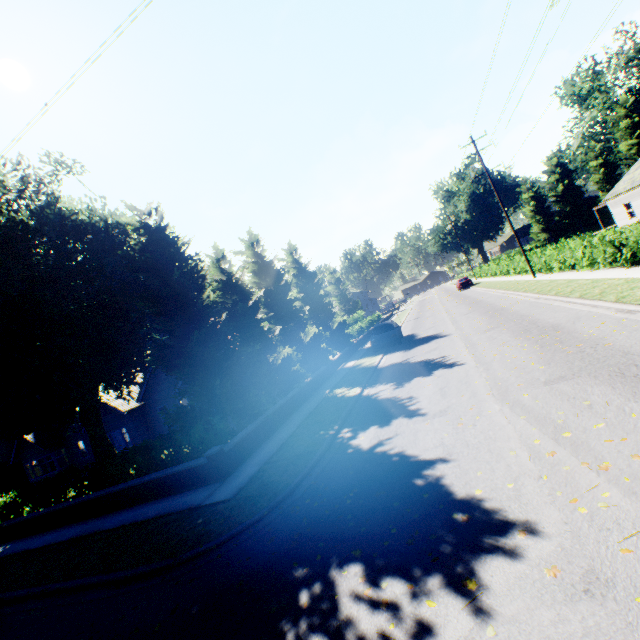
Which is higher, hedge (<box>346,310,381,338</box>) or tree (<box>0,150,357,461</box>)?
tree (<box>0,150,357,461</box>)

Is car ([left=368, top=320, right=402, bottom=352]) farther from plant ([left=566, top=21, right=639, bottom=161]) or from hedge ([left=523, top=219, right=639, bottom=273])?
plant ([left=566, top=21, right=639, bottom=161])

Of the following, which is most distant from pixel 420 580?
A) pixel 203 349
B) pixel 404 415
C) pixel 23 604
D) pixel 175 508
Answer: pixel 203 349

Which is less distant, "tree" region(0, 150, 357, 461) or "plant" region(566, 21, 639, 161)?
"tree" region(0, 150, 357, 461)

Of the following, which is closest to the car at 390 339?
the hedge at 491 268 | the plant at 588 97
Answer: the hedge at 491 268

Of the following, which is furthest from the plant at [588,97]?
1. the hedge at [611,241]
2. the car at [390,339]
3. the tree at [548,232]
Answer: the car at [390,339]

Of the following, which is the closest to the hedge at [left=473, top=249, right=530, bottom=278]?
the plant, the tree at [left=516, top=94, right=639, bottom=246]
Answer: the tree at [left=516, top=94, right=639, bottom=246]

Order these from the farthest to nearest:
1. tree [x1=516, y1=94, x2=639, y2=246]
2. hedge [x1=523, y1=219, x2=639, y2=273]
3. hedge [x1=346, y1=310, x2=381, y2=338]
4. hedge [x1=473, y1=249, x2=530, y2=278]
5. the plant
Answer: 1. the plant
2. tree [x1=516, y1=94, x2=639, y2=246]
3. hedge [x1=346, y1=310, x2=381, y2=338]
4. hedge [x1=473, y1=249, x2=530, y2=278]
5. hedge [x1=523, y1=219, x2=639, y2=273]
